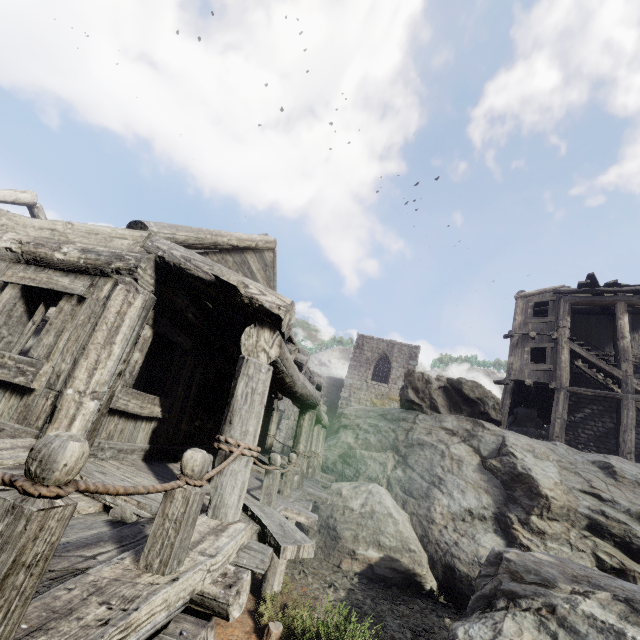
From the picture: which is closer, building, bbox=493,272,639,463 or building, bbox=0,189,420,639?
building, bbox=0,189,420,639

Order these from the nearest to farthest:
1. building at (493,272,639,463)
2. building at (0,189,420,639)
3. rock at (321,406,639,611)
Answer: building at (0,189,420,639), rock at (321,406,639,611), building at (493,272,639,463)

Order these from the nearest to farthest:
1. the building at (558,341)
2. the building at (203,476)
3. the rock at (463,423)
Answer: the building at (203,476) → the rock at (463,423) → the building at (558,341)

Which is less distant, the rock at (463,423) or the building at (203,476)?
the building at (203,476)

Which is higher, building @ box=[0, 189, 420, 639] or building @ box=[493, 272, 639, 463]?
building @ box=[493, 272, 639, 463]

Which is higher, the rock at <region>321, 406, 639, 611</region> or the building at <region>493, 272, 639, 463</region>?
the building at <region>493, 272, 639, 463</region>

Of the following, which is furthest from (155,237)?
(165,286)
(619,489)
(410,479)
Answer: (619,489)

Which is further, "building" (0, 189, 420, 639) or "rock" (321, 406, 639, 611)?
"rock" (321, 406, 639, 611)
